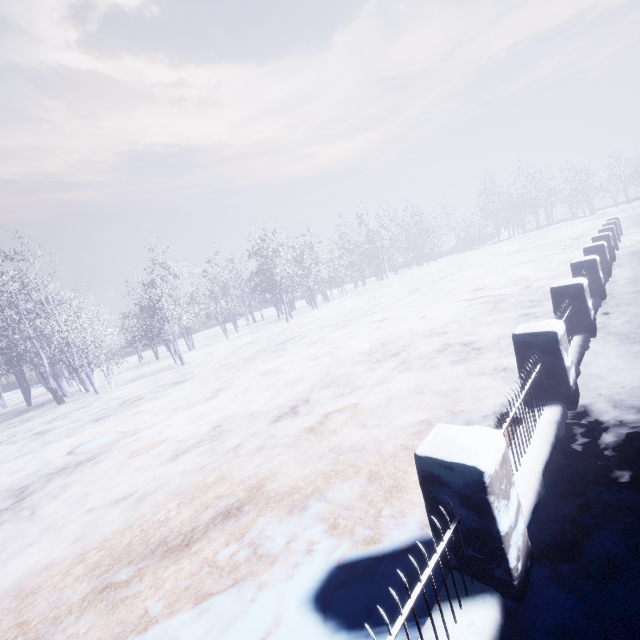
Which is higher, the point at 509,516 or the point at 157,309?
the point at 157,309
